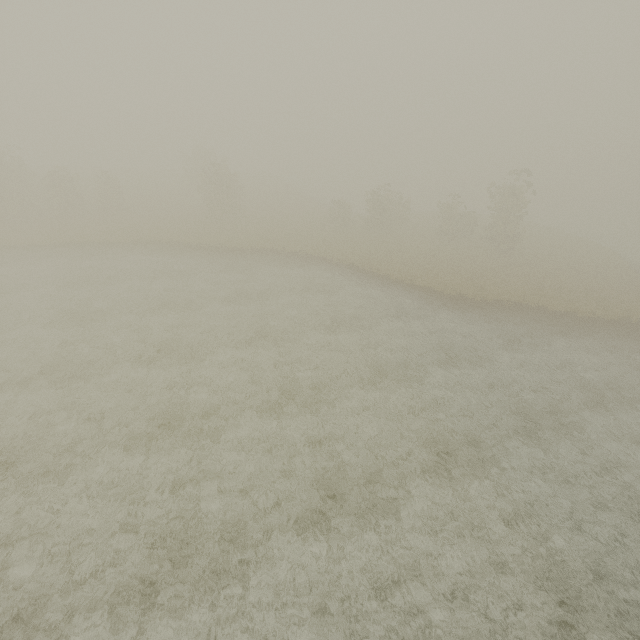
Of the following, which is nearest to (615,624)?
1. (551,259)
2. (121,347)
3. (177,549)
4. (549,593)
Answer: (549,593)
